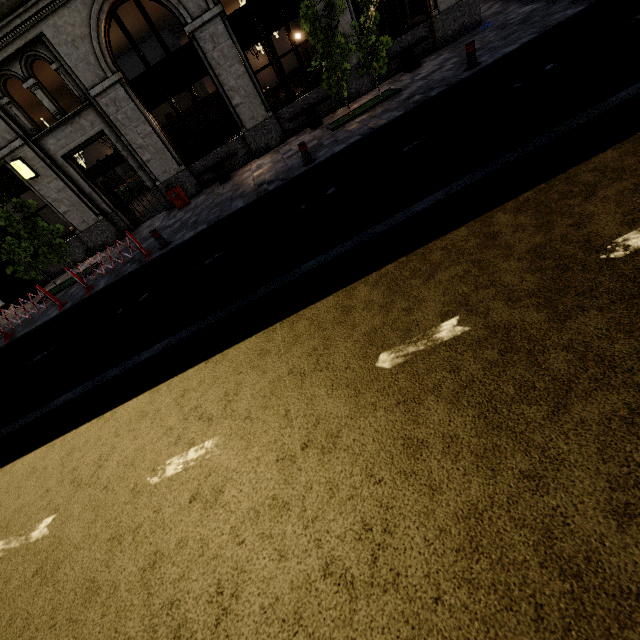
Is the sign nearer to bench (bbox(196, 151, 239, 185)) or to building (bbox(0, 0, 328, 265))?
building (bbox(0, 0, 328, 265))

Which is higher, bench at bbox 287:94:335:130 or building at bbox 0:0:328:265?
building at bbox 0:0:328:265

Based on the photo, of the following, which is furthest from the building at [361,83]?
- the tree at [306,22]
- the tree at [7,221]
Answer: the tree at [7,221]

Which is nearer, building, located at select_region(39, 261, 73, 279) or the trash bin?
the trash bin

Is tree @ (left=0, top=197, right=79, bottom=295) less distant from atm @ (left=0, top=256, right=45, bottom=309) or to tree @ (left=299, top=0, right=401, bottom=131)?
tree @ (left=299, top=0, right=401, bottom=131)

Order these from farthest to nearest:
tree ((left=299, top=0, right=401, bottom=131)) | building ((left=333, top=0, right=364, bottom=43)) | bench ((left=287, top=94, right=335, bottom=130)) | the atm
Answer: the atm → bench ((left=287, top=94, right=335, bottom=130)) → building ((left=333, top=0, right=364, bottom=43)) → tree ((left=299, top=0, right=401, bottom=131))

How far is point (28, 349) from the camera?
8.7 meters

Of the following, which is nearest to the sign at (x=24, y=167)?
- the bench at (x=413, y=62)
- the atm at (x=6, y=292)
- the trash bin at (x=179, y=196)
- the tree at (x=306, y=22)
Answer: the atm at (x=6, y=292)
